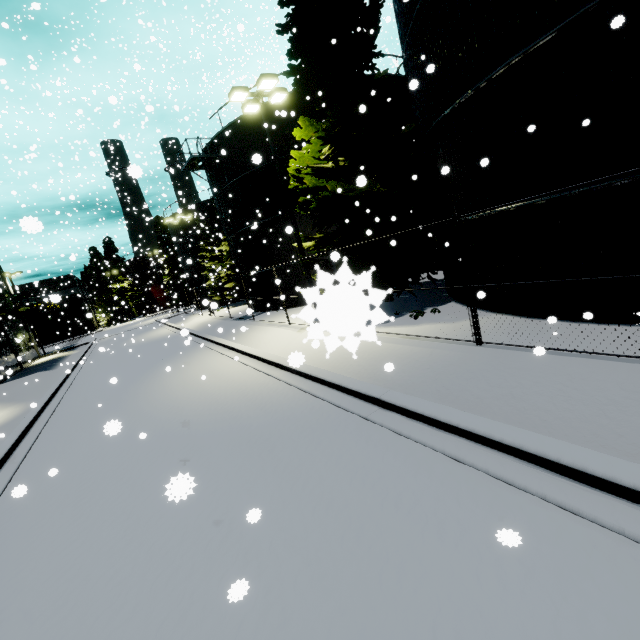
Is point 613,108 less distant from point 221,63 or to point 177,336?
point 177,336

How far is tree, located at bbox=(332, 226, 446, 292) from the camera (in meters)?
0.64

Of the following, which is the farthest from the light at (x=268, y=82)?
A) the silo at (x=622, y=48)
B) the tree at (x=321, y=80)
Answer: the silo at (x=622, y=48)

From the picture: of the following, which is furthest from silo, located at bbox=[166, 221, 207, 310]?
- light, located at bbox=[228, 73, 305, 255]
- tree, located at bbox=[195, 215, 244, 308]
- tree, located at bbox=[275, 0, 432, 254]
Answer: tree, located at bbox=[195, 215, 244, 308]

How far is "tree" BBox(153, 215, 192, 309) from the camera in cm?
4800

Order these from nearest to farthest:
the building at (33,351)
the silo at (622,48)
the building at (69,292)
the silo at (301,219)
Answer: the silo at (622,48)
the silo at (301,219)
the building at (33,351)
the building at (69,292)

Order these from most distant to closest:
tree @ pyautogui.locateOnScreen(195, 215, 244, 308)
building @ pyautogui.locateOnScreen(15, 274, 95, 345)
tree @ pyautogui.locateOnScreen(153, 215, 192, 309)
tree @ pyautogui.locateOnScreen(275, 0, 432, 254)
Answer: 1. building @ pyautogui.locateOnScreen(15, 274, 95, 345)
2. tree @ pyautogui.locateOnScreen(153, 215, 192, 309)
3. tree @ pyautogui.locateOnScreen(195, 215, 244, 308)
4. tree @ pyautogui.locateOnScreen(275, 0, 432, 254)

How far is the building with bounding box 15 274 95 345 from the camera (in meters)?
53.84
